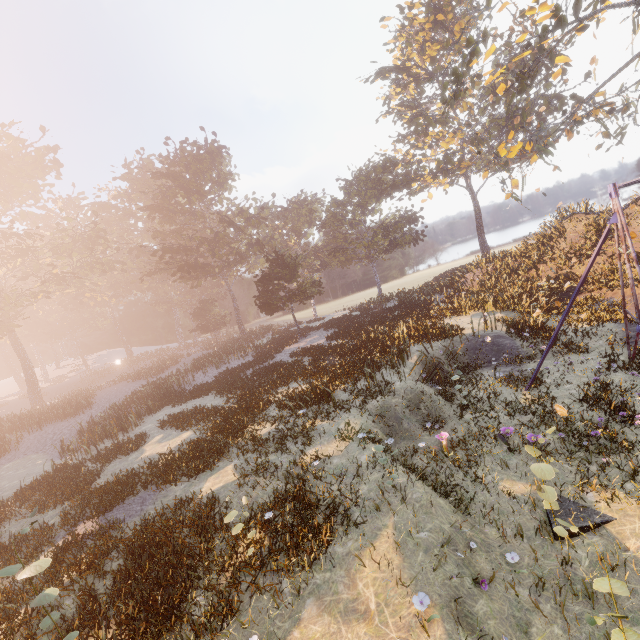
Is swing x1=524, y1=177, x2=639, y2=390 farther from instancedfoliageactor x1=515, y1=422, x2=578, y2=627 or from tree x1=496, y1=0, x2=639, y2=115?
tree x1=496, y1=0, x2=639, y2=115

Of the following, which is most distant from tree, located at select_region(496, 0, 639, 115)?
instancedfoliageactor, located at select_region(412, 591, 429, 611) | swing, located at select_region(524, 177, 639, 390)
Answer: instancedfoliageactor, located at select_region(412, 591, 429, 611)

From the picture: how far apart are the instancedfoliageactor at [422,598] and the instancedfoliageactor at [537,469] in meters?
2.7 m

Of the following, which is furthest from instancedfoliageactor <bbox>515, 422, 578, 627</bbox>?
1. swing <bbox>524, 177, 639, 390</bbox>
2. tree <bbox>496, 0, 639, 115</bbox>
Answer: tree <bbox>496, 0, 639, 115</bbox>

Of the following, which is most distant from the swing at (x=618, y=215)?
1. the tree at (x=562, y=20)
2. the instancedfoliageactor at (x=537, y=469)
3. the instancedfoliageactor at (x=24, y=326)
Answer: the instancedfoliageactor at (x=24, y=326)

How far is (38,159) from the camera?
43.7 meters

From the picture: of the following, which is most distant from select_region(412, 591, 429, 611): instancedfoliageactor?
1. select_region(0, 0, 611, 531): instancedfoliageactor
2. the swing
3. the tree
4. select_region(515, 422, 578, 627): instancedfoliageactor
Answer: select_region(0, 0, 611, 531): instancedfoliageactor
